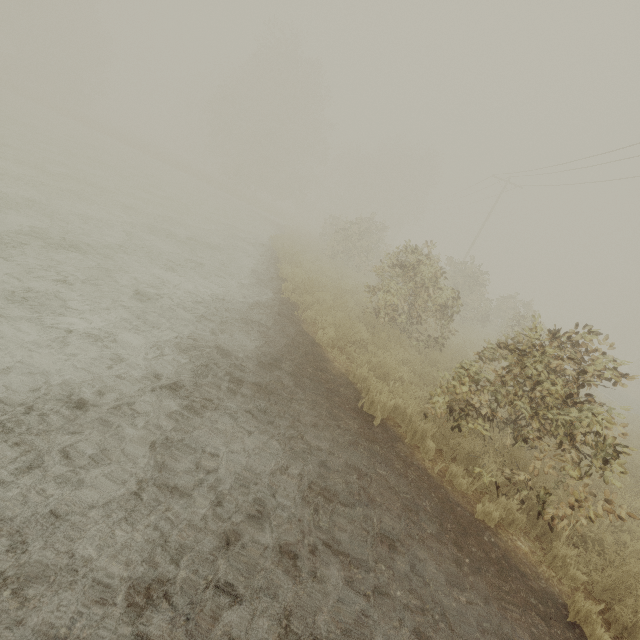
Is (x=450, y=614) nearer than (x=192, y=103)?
Yes
